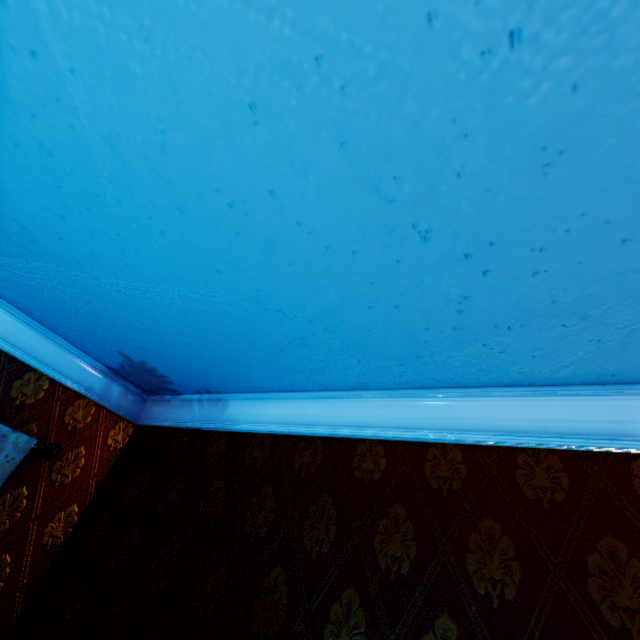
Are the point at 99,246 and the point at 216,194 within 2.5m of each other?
yes
